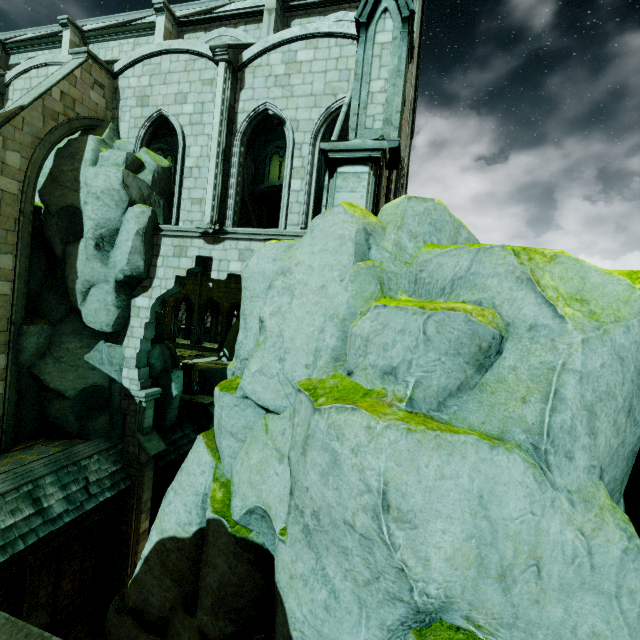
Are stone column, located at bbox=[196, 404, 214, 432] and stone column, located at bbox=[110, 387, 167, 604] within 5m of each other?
yes

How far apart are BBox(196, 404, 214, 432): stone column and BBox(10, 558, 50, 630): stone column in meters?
7.0 m

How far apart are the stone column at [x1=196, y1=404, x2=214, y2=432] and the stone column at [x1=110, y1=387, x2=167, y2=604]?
3.8 meters

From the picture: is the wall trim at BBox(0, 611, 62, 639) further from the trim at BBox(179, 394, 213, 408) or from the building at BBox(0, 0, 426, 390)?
the trim at BBox(179, 394, 213, 408)

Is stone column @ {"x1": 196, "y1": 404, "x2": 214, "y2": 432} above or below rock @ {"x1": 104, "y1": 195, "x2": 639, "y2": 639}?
below

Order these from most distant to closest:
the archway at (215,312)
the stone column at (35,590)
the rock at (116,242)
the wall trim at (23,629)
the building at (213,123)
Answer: the archway at (215,312), the rock at (116,242), the building at (213,123), the stone column at (35,590), the wall trim at (23,629)

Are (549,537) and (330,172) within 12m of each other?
yes

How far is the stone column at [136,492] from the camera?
12.56m
